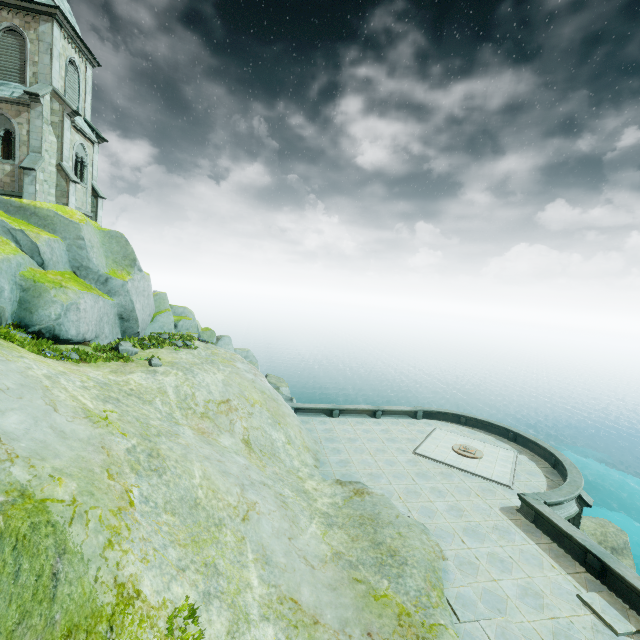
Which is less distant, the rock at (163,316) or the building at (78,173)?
the rock at (163,316)

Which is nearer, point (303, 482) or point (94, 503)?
point (94, 503)

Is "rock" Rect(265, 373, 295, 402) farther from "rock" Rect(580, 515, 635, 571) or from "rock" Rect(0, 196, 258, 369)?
"rock" Rect(580, 515, 635, 571)

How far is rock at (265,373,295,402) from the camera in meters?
27.9

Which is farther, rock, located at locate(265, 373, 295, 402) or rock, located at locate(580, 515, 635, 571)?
rock, located at locate(265, 373, 295, 402)

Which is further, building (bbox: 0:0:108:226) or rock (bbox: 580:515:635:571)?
rock (bbox: 580:515:635:571)

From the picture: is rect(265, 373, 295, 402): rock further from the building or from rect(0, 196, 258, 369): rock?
the building

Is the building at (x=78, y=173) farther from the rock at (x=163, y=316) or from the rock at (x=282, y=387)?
the rock at (x=282, y=387)
